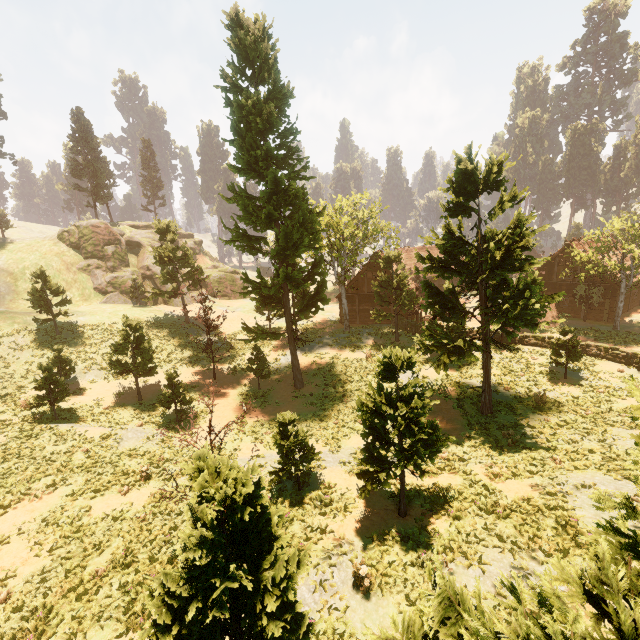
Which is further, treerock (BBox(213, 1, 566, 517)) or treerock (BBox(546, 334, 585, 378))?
treerock (BBox(546, 334, 585, 378))

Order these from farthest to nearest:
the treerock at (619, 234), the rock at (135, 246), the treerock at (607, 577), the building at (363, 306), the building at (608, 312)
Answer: the rock at (135, 246), the building at (363, 306), the building at (608, 312), the treerock at (619, 234), the treerock at (607, 577)

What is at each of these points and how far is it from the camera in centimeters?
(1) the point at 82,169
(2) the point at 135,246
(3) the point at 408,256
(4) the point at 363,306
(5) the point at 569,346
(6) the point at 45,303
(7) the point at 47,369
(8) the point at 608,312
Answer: (1) treerock, 4575cm
(2) rock, 4709cm
(3) building, 5175cm
(4) building, 3747cm
(5) treerock, 2077cm
(6) treerock, 2920cm
(7) treerock, 1897cm
(8) building, 3131cm

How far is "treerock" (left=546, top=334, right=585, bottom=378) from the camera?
20.48m

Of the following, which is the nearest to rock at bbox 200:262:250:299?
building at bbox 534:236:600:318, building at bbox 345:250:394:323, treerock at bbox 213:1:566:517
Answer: treerock at bbox 213:1:566:517

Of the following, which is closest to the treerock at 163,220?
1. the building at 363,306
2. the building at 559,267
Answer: the building at 559,267

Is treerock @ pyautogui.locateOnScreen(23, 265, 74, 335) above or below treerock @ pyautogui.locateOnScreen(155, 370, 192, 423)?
above
